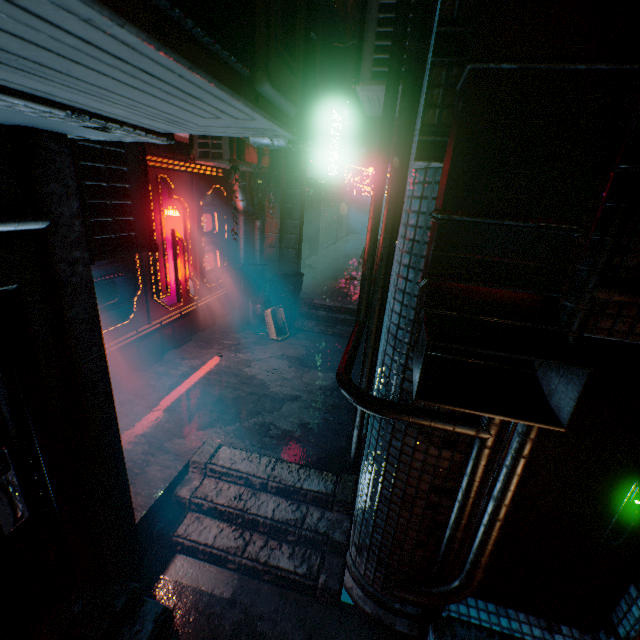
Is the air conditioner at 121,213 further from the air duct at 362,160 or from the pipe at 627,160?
the air duct at 362,160

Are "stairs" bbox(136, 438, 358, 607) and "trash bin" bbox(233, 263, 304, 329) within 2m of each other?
no

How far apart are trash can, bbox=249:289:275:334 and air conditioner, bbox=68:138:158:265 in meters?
2.8

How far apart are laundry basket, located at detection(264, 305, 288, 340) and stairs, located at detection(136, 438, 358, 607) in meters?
2.5

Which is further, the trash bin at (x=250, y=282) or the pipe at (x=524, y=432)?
the trash bin at (x=250, y=282)

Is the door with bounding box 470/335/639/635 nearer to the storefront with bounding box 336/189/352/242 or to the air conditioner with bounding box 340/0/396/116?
the air conditioner with bounding box 340/0/396/116

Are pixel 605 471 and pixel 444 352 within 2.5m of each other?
yes

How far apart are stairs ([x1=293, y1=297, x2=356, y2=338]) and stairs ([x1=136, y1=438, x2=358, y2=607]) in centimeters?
314cm
